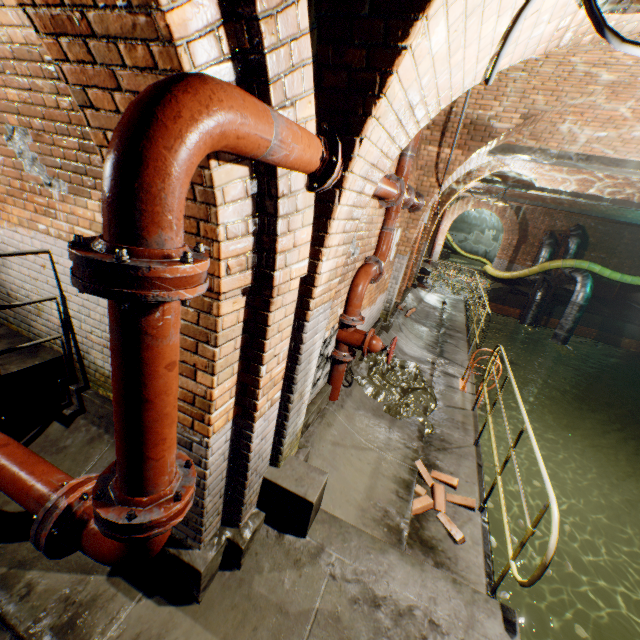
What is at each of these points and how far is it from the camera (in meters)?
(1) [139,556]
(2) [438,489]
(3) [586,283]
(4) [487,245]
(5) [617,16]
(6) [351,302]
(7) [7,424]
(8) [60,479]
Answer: (1) pipe, 1.42
(2) bricks, 3.81
(3) pipe, 13.73
(4) building tunnel, 25.98
(5) support arch, 2.27
(6) pipe, 3.89
(7) pipe end, 2.14
(8) pipe, 1.77

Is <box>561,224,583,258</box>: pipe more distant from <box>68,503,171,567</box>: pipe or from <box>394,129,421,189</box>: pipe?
<box>68,503,171,567</box>: pipe

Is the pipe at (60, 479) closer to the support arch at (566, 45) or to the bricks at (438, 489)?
the support arch at (566, 45)

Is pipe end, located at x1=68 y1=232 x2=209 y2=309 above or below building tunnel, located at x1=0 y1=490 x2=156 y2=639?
above

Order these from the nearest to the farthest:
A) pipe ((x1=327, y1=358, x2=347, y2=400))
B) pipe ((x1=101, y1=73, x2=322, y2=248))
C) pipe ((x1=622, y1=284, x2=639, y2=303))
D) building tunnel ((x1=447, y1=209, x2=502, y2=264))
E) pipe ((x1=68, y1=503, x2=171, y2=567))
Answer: pipe ((x1=101, y1=73, x2=322, y2=248)) < pipe ((x1=68, y1=503, x2=171, y2=567)) < pipe ((x1=327, y1=358, x2=347, y2=400)) < pipe ((x1=622, y1=284, x2=639, y2=303)) < building tunnel ((x1=447, y1=209, x2=502, y2=264))

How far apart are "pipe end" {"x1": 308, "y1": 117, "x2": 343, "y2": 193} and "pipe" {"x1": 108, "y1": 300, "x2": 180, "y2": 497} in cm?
106

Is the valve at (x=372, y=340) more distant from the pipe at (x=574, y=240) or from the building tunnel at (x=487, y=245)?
the building tunnel at (x=487, y=245)

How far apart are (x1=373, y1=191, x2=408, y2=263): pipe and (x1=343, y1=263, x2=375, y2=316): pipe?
0.1 meters
